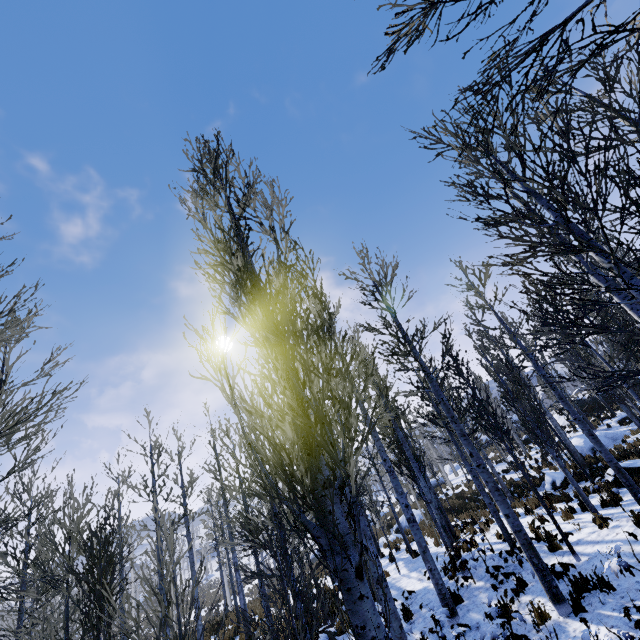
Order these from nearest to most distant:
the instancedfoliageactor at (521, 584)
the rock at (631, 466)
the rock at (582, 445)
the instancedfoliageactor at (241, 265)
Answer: the instancedfoliageactor at (241, 265)
the instancedfoliageactor at (521, 584)
the rock at (631, 466)
the rock at (582, 445)

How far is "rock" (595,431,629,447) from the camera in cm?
1826

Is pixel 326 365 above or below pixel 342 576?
above

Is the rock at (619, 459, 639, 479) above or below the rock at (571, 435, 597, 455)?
below

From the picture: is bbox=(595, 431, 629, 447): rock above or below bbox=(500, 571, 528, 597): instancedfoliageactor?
above

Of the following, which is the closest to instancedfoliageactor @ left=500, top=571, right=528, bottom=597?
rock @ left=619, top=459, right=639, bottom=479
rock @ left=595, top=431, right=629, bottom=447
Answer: rock @ left=595, top=431, right=629, bottom=447

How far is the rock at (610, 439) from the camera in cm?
1826

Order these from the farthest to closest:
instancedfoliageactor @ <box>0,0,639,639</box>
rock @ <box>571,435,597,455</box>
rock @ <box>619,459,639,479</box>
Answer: rock @ <box>571,435,597,455</box>, rock @ <box>619,459,639,479</box>, instancedfoliageactor @ <box>0,0,639,639</box>
